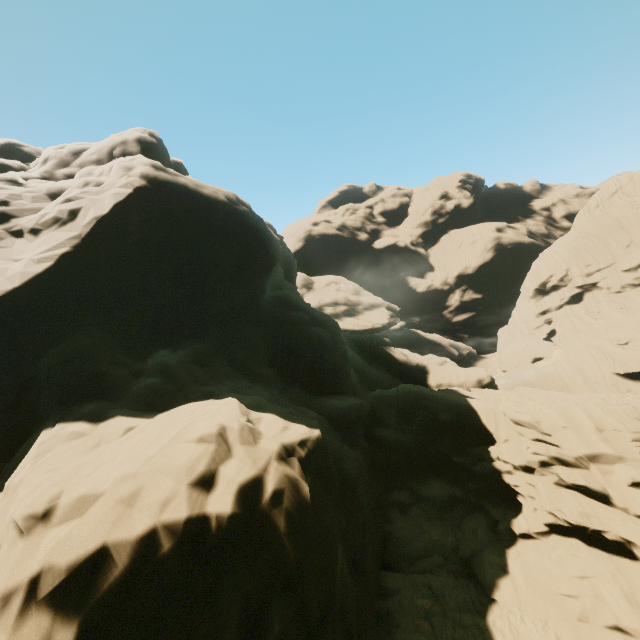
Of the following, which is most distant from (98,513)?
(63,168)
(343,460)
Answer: (63,168)
